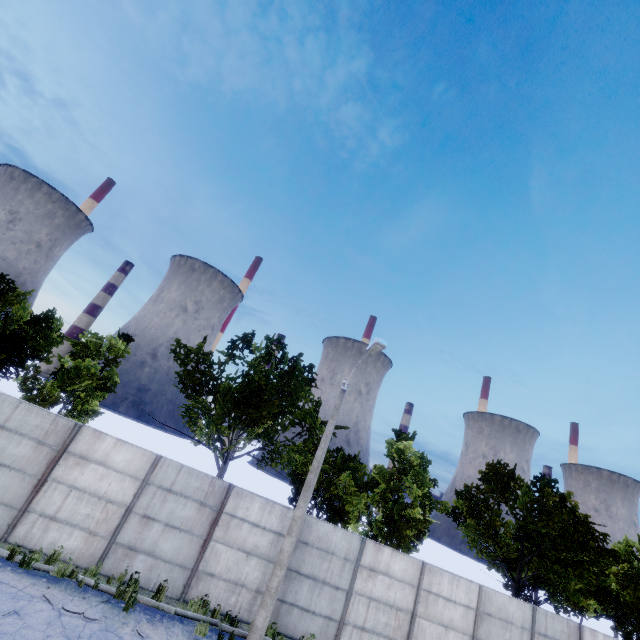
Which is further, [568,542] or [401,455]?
[401,455]

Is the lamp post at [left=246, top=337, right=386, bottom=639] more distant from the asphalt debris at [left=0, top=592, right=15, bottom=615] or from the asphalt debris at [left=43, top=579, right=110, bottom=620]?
the asphalt debris at [left=0, top=592, right=15, bottom=615]

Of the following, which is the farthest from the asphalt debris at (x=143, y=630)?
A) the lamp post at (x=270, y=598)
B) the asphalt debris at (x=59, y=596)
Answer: the lamp post at (x=270, y=598)

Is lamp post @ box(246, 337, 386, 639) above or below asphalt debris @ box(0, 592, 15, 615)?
above

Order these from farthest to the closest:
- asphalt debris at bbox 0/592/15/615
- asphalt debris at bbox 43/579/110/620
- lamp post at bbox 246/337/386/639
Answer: lamp post at bbox 246/337/386/639 < asphalt debris at bbox 43/579/110/620 < asphalt debris at bbox 0/592/15/615

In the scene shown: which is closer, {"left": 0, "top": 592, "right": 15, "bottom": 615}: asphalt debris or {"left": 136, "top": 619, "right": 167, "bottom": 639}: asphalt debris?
{"left": 0, "top": 592, "right": 15, "bottom": 615}: asphalt debris

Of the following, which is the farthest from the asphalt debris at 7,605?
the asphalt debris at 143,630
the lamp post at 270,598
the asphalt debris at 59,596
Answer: the lamp post at 270,598
